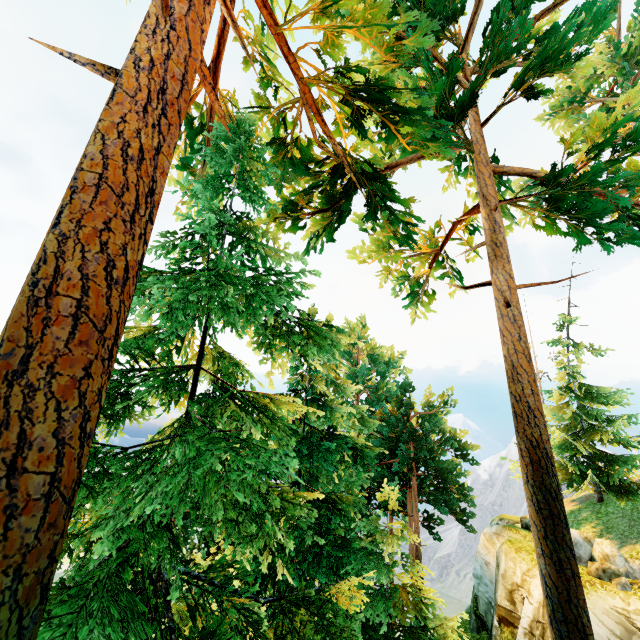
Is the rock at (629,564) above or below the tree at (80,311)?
below

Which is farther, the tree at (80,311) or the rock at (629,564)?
the rock at (629,564)

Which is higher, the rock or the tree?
the tree

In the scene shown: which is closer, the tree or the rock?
the tree

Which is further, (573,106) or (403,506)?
(403,506)
